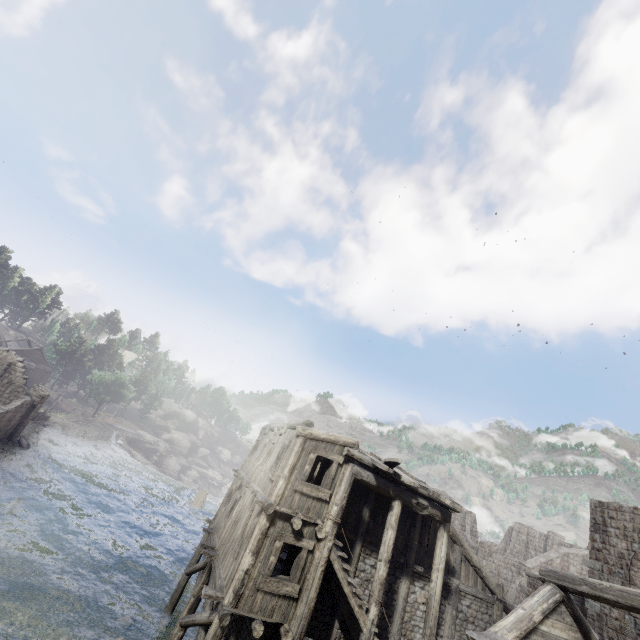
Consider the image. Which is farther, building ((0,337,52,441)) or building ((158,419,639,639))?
building ((0,337,52,441))

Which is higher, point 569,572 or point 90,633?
point 569,572

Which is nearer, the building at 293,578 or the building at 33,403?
the building at 293,578
